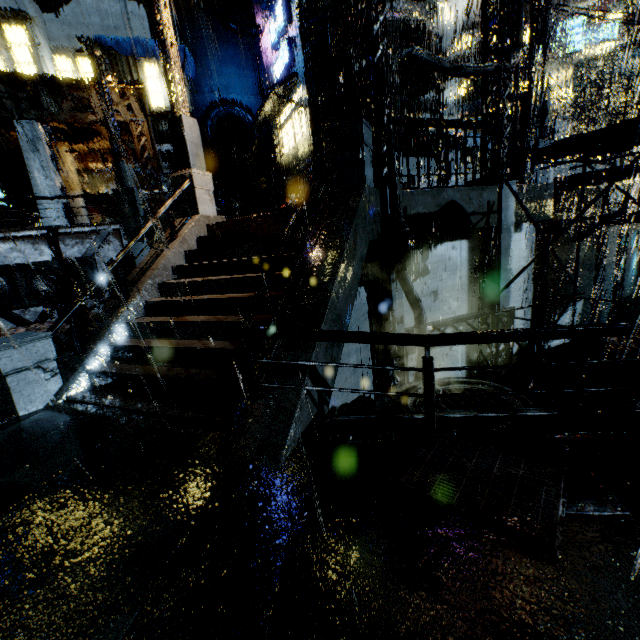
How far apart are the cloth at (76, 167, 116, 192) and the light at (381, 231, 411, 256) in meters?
22.3

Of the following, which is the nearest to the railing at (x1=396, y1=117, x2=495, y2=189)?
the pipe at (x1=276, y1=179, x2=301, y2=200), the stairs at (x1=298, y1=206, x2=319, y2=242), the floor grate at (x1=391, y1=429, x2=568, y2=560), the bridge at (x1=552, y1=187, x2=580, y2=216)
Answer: the stairs at (x1=298, y1=206, x2=319, y2=242)

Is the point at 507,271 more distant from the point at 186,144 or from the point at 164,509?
the point at 164,509

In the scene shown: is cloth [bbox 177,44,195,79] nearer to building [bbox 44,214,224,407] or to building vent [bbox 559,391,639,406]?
building [bbox 44,214,224,407]

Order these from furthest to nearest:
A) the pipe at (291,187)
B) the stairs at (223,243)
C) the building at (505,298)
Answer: the pipe at (291,187)
the building at (505,298)
the stairs at (223,243)

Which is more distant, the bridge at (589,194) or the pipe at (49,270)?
the bridge at (589,194)

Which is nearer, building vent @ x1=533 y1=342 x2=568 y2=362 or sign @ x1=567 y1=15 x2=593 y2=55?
building vent @ x1=533 y1=342 x2=568 y2=362

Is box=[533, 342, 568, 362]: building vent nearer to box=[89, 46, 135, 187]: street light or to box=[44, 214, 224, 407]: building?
box=[44, 214, 224, 407]: building
